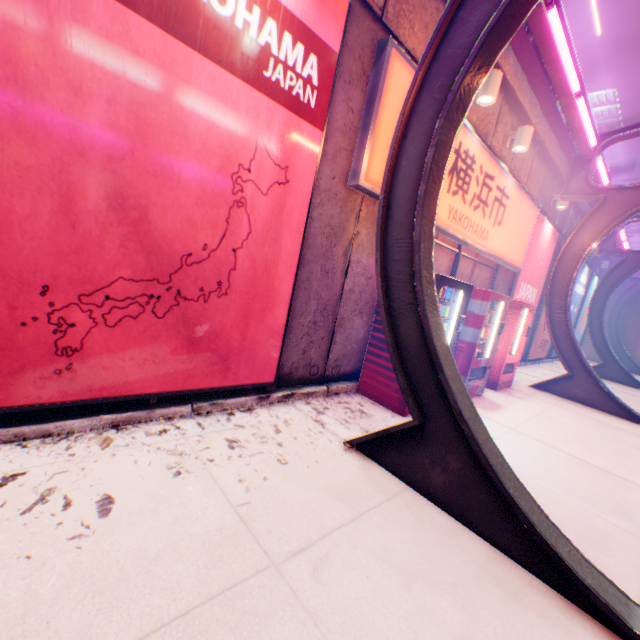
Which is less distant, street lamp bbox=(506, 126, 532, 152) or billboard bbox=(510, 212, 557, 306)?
street lamp bbox=(506, 126, 532, 152)

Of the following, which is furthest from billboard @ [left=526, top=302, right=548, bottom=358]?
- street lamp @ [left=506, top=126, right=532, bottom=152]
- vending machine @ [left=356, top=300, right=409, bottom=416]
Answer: vending machine @ [left=356, top=300, right=409, bottom=416]

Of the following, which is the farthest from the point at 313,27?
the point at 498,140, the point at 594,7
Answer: the point at 594,7

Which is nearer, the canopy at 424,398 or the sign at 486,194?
the canopy at 424,398

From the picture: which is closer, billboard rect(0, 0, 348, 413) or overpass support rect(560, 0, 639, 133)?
billboard rect(0, 0, 348, 413)

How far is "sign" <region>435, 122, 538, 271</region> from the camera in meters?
5.3

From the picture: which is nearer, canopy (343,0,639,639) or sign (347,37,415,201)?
canopy (343,0,639,639)

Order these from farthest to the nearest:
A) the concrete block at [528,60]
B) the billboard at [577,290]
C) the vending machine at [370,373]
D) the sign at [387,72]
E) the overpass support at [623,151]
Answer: the overpass support at [623,151]
the billboard at [577,290]
the concrete block at [528,60]
the vending machine at [370,373]
the sign at [387,72]
